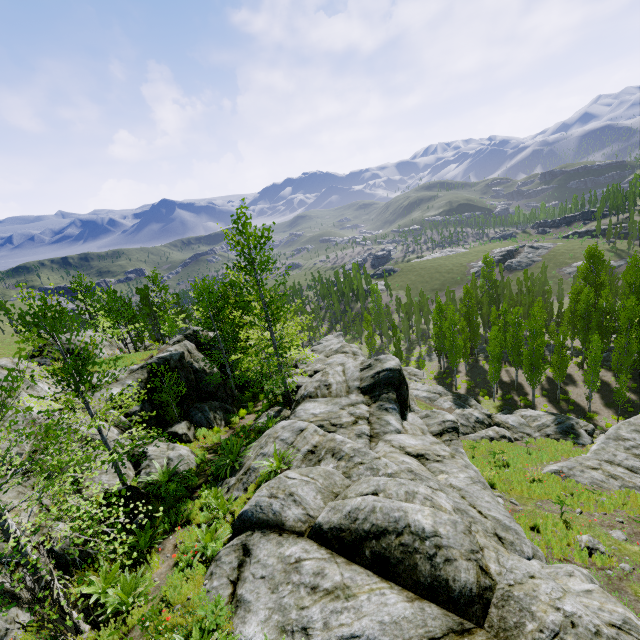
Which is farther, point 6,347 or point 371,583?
point 6,347

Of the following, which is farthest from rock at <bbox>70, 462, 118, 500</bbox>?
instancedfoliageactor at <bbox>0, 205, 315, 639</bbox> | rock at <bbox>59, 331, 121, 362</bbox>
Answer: rock at <bbox>59, 331, 121, 362</bbox>

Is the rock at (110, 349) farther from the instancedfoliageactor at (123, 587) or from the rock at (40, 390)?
Result: the instancedfoliageactor at (123, 587)

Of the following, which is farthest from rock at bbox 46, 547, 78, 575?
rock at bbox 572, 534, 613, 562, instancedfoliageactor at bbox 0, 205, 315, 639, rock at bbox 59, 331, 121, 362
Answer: rock at bbox 59, 331, 121, 362

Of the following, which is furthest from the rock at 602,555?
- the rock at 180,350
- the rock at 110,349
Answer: the rock at 110,349

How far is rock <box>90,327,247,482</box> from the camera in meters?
13.0 m

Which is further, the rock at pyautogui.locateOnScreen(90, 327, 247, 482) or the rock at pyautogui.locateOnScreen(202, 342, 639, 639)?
the rock at pyautogui.locateOnScreen(90, 327, 247, 482)

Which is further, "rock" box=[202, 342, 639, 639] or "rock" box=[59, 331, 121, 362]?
"rock" box=[59, 331, 121, 362]
